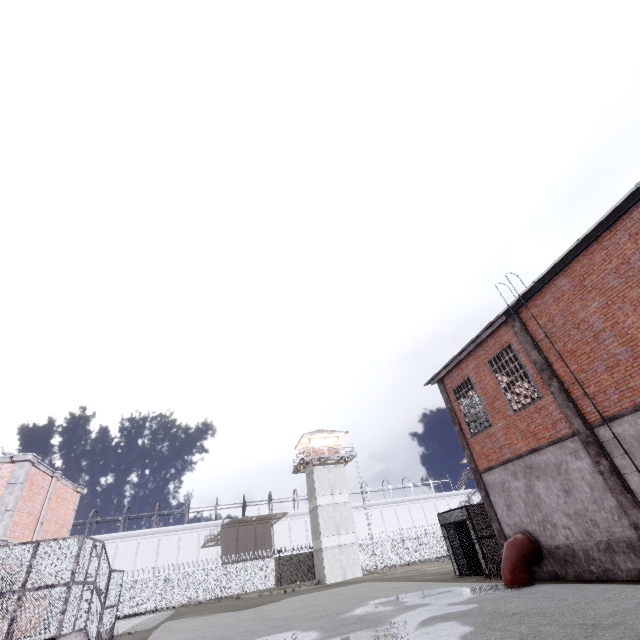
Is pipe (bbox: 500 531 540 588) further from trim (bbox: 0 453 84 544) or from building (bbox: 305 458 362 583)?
building (bbox: 305 458 362 583)

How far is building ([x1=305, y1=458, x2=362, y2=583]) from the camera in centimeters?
3366cm

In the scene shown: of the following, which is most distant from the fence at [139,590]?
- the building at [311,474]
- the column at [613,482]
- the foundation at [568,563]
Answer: the foundation at [568,563]

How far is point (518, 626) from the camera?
6.9m

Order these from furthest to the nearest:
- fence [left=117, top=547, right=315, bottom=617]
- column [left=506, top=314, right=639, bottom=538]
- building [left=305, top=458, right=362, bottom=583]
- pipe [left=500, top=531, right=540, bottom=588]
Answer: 1. building [left=305, top=458, right=362, bottom=583]
2. fence [left=117, top=547, right=315, bottom=617]
3. pipe [left=500, top=531, right=540, bottom=588]
4. column [left=506, top=314, right=639, bottom=538]

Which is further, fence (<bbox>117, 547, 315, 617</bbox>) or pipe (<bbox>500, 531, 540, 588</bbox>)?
fence (<bbox>117, 547, 315, 617</bbox>)

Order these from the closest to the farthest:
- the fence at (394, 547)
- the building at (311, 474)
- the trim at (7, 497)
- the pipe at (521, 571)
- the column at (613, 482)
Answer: the column at (613, 482) < the pipe at (521, 571) < the trim at (7, 497) < the building at (311, 474) < the fence at (394, 547)

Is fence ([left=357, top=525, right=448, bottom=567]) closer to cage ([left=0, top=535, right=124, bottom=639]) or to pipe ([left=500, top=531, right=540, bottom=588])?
cage ([left=0, top=535, right=124, bottom=639])
